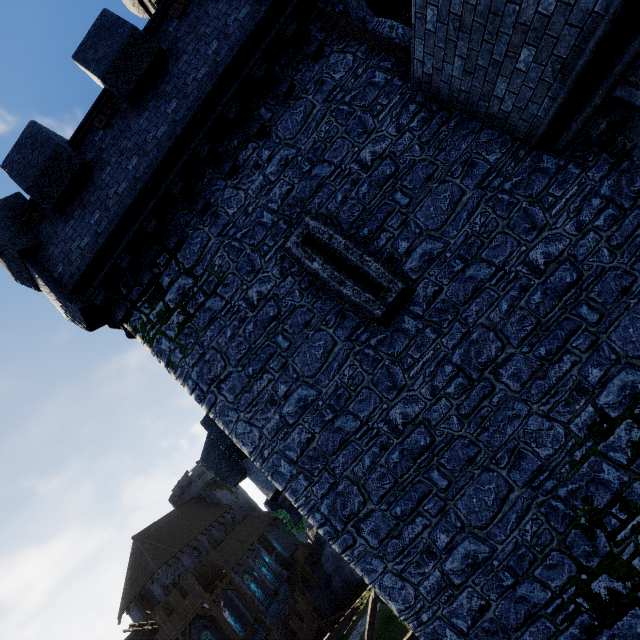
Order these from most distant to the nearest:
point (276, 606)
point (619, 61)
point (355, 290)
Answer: point (276, 606) → point (355, 290) → point (619, 61)

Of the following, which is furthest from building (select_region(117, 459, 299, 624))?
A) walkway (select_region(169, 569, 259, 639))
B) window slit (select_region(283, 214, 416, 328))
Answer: window slit (select_region(283, 214, 416, 328))

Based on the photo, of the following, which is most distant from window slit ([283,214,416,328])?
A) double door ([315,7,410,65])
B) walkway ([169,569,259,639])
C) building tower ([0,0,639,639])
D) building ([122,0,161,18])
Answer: walkway ([169,569,259,639])

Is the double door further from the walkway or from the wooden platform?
the walkway

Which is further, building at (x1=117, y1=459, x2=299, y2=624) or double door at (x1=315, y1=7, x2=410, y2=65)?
building at (x1=117, y1=459, x2=299, y2=624)

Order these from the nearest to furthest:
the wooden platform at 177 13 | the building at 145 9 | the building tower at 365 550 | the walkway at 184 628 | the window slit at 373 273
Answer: the building tower at 365 550 → the window slit at 373 273 → the wooden platform at 177 13 → the building at 145 9 → the walkway at 184 628

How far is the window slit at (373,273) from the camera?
5.61m

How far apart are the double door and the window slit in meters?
3.2 m
